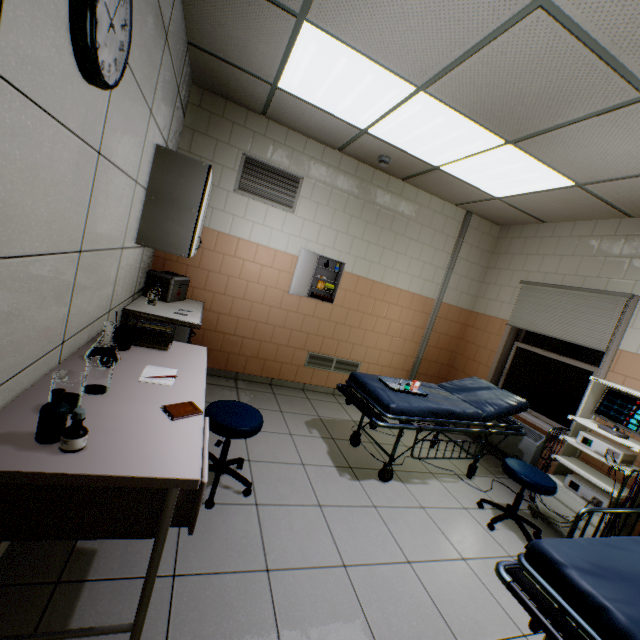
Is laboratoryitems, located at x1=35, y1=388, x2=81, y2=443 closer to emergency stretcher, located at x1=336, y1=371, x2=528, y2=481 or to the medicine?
the medicine

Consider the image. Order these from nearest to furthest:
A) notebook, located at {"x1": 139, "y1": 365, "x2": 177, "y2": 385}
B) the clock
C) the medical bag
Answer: the clock, notebook, located at {"x1": 139, "y1": 365, "x2": 177, "y2": 385}, the medical bag

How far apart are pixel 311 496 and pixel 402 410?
1.03m

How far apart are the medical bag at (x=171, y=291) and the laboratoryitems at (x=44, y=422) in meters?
2.4

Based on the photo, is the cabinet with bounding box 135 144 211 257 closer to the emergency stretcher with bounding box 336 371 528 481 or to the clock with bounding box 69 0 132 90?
the clock with bounding box 69 0 132 90

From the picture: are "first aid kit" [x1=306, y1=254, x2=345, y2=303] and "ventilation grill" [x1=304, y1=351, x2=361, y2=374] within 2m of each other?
yes

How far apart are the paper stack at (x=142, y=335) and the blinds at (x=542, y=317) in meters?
4.3 m

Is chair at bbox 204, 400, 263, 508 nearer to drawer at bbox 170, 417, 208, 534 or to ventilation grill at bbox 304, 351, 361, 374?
drawer at bbox 170, 417, 208, 534
